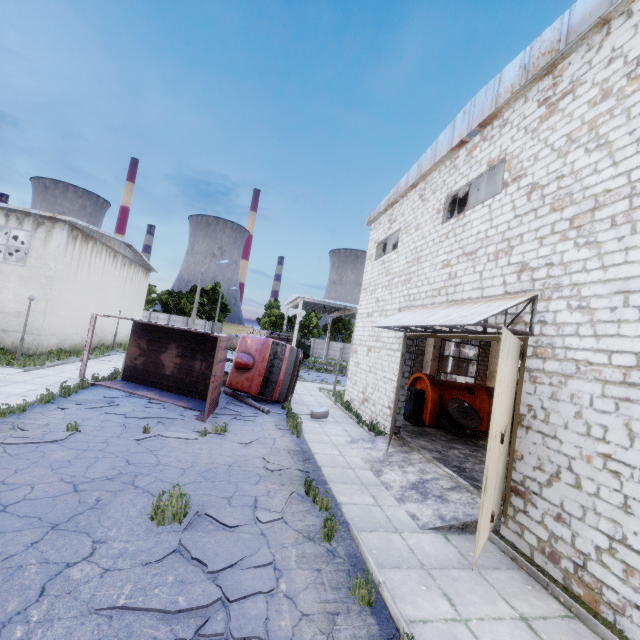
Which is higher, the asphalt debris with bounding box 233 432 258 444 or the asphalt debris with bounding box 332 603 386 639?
the asphalt debris with bounding box 233 432 258 444

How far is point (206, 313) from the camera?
53.5m

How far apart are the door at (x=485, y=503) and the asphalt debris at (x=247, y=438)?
6.6 meters

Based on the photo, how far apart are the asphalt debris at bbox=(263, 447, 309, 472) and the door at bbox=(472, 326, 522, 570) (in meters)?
4.20

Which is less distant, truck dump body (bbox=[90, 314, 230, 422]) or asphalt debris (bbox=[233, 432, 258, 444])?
asphalt debris (bbox=[233, 432, 258, 444])

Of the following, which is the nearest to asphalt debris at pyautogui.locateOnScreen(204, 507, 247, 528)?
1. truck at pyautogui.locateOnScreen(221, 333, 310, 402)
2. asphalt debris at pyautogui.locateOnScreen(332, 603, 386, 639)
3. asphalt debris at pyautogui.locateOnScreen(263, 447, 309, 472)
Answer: asphalt debris at pyautogui.locateOnScreen(332, 603, 386, 639)

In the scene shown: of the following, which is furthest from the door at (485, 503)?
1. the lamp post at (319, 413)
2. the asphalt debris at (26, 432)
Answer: the asphalt debris at (26, 432)

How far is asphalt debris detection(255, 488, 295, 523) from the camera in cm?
605
